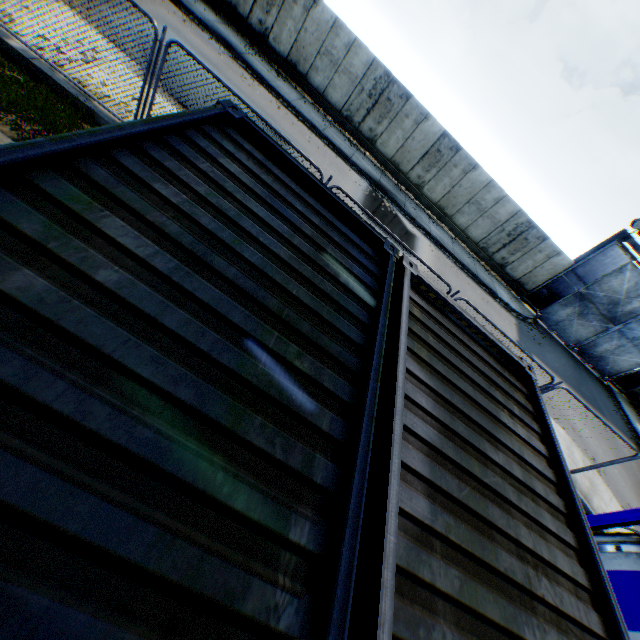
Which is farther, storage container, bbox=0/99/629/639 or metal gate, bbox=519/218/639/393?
metal gate, bbox=519/218/639/393

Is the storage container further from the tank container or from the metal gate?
the metal gate

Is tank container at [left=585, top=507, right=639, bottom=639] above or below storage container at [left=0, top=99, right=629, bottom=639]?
below

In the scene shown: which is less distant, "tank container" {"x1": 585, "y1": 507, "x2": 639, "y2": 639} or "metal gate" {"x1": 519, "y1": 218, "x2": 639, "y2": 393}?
"tank container" {"x1": 585, "y1": 507, "x2": 639, "y2": 639}

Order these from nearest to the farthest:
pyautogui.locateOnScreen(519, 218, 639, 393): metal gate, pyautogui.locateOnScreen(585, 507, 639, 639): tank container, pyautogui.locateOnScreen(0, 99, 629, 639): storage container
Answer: pyautogui.locateOnScreen(0, 99, 629, 639): storage container → pyautogui.locateOnScreen(585, 507, 639, 639): tank container → pyautogui.locateOnScreen(519, 218, 639, 393): metal gate

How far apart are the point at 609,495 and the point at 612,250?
13.4m

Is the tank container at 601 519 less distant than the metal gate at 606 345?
Yes

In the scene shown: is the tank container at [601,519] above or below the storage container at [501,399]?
below
